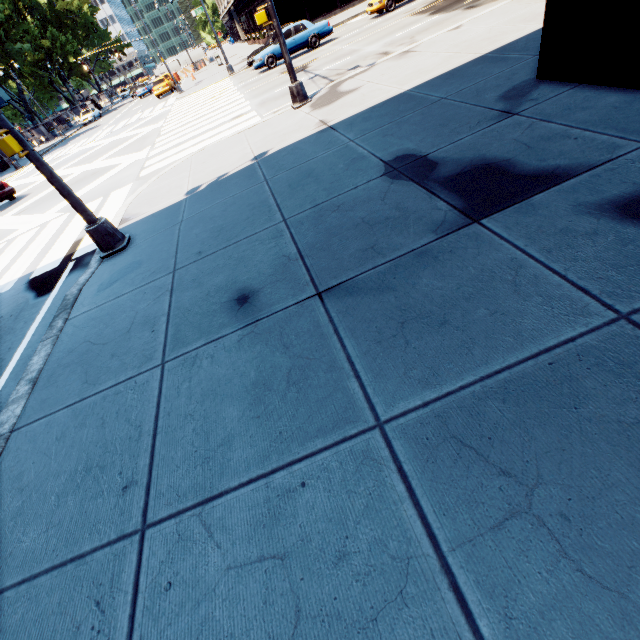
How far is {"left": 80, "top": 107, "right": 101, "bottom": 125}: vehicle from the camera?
43.2m

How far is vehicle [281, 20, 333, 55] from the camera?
19.23m

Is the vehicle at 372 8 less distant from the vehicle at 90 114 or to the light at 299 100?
the light at 299 100

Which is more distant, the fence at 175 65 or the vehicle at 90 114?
the fence at 175 65

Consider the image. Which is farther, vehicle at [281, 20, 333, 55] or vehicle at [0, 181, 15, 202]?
vehicle at [281, 20, 333, 55]

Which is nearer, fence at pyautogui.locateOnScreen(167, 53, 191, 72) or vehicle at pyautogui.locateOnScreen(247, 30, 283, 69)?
vehicle at pyautogui.locateOnScreen(247, 30, 283, 69)

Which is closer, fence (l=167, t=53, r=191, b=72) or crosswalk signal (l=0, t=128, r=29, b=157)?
crosswalk signal (l=0, t=128, r=29, b=157)

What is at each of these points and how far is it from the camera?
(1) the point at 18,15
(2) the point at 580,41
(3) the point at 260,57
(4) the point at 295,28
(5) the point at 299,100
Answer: (1) tree, 54.6 meters
(2) building, 4.6 meters
(3) vehicle, 19.5 meters
(4) vehicle, 19.2 meters
(5) light, 10.1 meters
